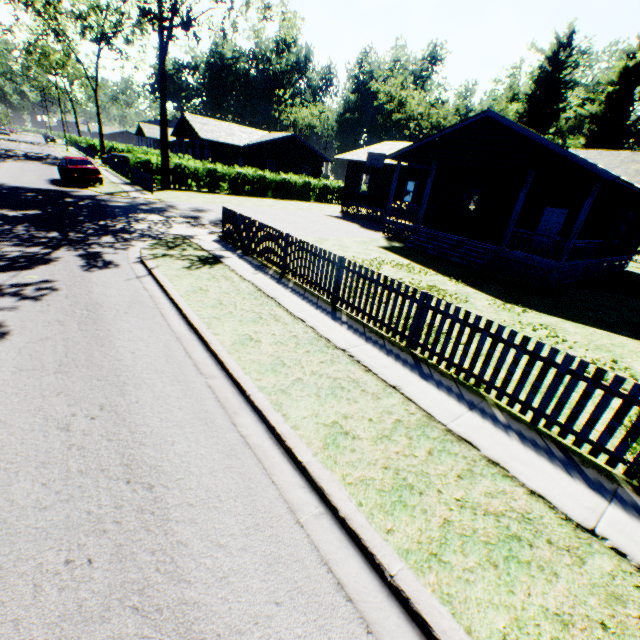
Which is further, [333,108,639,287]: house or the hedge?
the hedge

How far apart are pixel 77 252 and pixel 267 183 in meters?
26.3

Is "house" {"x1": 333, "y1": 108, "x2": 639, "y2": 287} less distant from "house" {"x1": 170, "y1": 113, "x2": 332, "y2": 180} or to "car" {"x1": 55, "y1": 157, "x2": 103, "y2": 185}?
"house" {"x1": 170, "y1": 113, "x2": 332, "y2": 180}

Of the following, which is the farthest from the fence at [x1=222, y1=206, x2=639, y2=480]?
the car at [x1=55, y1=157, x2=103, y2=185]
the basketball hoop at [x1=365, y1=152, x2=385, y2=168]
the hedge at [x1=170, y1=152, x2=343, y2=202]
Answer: the hedge at [x1=170, y1=152, x2=343, y2=202]

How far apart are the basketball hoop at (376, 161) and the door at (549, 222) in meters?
11.5

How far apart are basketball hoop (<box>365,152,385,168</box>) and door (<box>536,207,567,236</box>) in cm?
1149

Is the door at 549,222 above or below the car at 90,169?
above

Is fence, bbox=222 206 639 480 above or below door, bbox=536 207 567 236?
below
